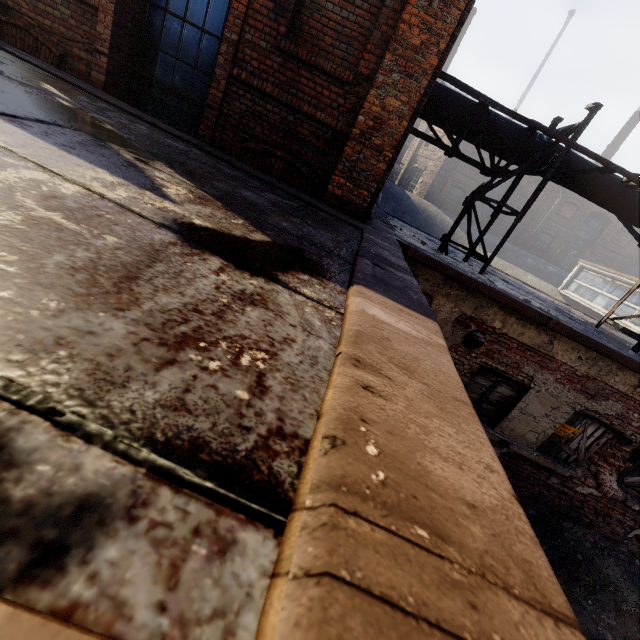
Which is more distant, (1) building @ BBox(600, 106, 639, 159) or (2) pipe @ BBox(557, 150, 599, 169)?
(1) building @ BBox(600, 106, 639, 159)

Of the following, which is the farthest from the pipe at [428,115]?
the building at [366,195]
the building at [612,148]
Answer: the building at [612,148]

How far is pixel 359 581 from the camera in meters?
0.5

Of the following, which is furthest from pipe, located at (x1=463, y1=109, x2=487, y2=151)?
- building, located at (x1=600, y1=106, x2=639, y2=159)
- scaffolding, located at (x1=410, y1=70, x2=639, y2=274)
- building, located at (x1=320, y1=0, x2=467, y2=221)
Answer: building, located at (x1=600, y1=106, x2=639, y2=159)

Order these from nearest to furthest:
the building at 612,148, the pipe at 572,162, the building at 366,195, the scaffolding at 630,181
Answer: the building at 366,195
the scaffolding at 630,181
the pipe at 572,162
the building at 612,148

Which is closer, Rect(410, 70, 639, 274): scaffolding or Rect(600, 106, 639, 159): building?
Rect(410, 70, 639, 274): scaffolding

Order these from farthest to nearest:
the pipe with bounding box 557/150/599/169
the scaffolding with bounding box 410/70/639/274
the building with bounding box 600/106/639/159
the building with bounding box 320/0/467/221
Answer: the building with bounding box 600/106/639/159
the pipe with bounding box 557/150/599/169
the scaffolding with bounding box 410/70/639/274
the building with bounding box 320/0/467/221

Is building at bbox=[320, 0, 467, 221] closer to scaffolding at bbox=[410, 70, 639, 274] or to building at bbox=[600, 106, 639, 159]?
scaffolding at bbox=[410, 70, 639, 274]
